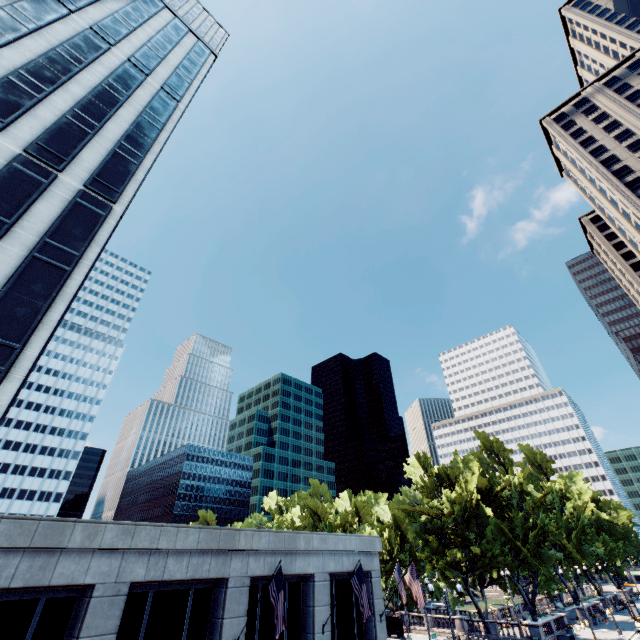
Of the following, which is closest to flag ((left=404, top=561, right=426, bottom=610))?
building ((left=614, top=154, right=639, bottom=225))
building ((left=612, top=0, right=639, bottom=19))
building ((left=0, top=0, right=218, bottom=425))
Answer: building ((left=0, top=0, right=218, bottom=425))

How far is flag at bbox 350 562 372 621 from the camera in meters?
16.9 m

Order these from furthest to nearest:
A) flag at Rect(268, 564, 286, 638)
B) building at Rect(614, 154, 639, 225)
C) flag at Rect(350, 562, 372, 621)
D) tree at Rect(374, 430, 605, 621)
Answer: building at Rect(614, 154, 639, 225) → tree at Rect(374, 430, 605, 621) → flag at Rect(350, 562, 372, 621) → flag at Rect(268, 564, 286, 638)

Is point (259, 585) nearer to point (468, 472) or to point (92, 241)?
point (92, 241)

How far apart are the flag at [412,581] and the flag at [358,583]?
5.22m

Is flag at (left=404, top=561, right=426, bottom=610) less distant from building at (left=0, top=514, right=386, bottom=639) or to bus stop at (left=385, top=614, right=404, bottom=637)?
building at (left=0, top=514, right=386, bottom=639)

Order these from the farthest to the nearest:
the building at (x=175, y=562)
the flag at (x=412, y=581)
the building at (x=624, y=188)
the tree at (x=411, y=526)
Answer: the building at (x=624, y=188)
the tree at (x=411, y=526)
the flag at (x=412, y=581)
the building at (x=175, y=562)

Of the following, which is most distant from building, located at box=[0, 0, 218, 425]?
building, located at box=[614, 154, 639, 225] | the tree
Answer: building, located at box=[614, 154, 639, 225]
